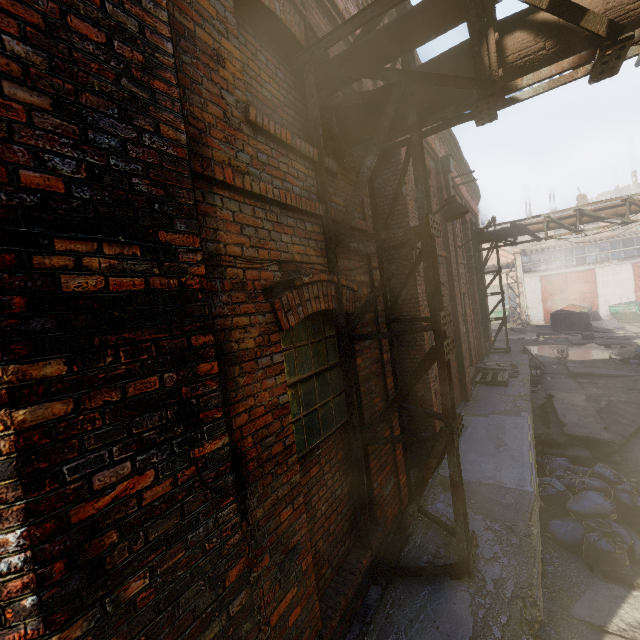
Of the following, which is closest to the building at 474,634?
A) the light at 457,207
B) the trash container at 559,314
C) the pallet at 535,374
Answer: the pallet at 535,374

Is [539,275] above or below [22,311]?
above

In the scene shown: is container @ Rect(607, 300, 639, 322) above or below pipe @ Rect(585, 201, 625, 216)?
below

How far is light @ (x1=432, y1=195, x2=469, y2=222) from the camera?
5.4 meters

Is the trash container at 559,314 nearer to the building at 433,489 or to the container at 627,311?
the container at 627,311

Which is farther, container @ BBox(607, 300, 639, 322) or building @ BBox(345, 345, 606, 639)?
container @ BBox(607, 300, 639, 322)

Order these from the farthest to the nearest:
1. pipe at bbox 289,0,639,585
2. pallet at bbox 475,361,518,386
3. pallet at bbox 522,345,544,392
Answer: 1. pallet at bbox 522,345,544,392
2. pallet at bbox 475,361,518,386
3. pipe at bbox 289,0,639,585

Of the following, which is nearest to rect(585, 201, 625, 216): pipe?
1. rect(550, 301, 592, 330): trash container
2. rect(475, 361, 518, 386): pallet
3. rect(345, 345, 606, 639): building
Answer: rect(345, 345, 606, 639): building
